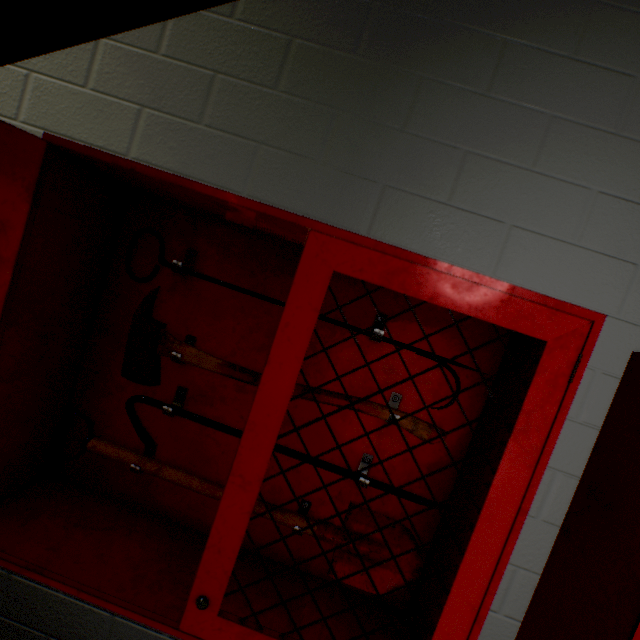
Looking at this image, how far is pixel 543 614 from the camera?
1.0 meters

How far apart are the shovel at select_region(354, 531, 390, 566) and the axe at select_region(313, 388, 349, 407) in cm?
23

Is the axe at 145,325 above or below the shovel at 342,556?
above

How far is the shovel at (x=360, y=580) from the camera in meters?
1.0 m

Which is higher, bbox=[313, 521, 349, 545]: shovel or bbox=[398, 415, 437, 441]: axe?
bbox=[398, 415, 437, 441]: axe

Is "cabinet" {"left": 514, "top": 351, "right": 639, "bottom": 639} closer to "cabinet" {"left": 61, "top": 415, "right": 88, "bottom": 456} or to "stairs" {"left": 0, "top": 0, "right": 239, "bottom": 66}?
"cabinet" {"left": 61, "top": 415, "right": 88, "bottom": 456}

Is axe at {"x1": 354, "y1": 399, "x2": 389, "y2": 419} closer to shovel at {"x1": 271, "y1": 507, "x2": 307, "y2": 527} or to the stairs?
shovel at {"x1": 271, "y1": 507, "x2": 307, "y2": 527}
